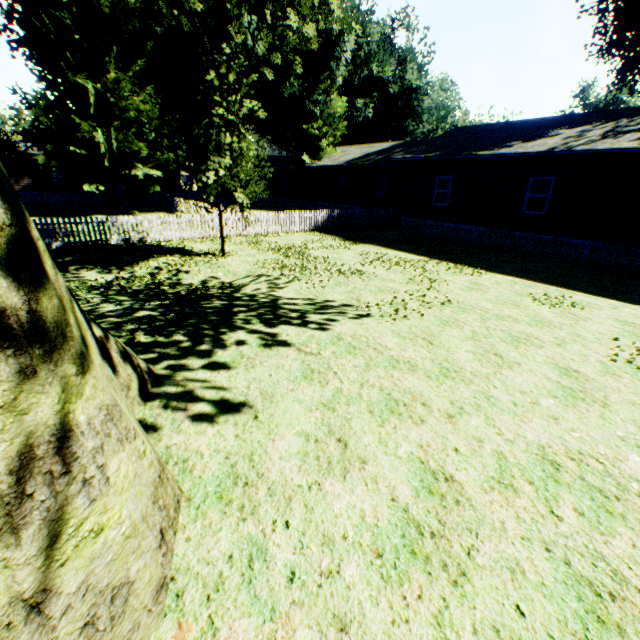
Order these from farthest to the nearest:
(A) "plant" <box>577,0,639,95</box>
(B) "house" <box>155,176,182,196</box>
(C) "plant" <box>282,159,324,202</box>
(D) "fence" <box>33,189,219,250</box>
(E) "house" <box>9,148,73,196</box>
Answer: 1. (B) "house" <box>155,176,182,196</box>
2. (C) "plant" <box>282,159,324,202</box>
3. (E) "house" <box>9,148,73,196</box>
4. (A) "plant" <box>577,0,639,95</box>
5. (D) "fence" <box>33,189,219,250</box>

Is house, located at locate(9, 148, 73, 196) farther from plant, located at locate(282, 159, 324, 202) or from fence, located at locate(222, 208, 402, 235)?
plant, located at locate(282, 159, 324, 202)

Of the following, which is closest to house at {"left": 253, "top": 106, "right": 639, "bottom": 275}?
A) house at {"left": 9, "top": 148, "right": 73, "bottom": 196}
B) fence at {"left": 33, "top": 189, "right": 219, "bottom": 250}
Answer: fence at {"left": 33, "top": 189, "right": 219, "bottom": 250}

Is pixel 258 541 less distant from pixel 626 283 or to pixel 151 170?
pixel 626 283

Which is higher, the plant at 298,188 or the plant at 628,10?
the plant at 628,10

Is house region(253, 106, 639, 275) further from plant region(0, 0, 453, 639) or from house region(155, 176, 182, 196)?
house region(155, 176, 182, 196)

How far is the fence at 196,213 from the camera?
13.6 meters

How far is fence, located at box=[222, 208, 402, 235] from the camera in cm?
1815
